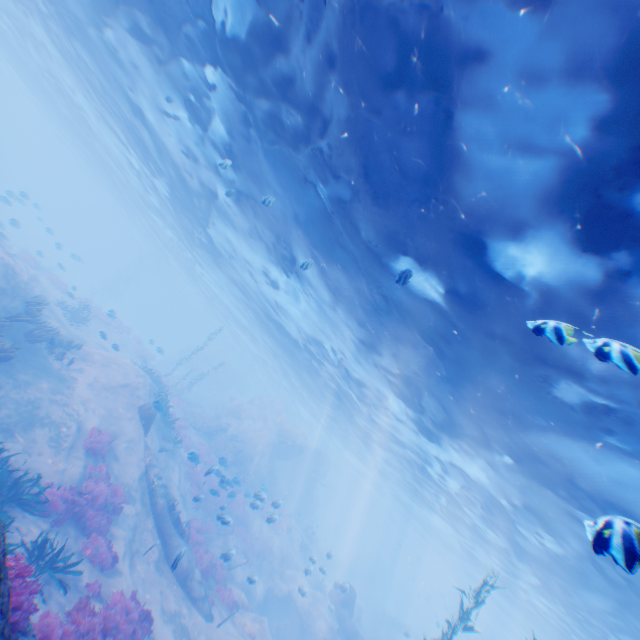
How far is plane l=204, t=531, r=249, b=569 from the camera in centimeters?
1361cm

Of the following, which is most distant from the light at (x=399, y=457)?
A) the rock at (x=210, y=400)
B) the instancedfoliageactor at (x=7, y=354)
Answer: the instancedfoliageactor at (x=7, y=354)

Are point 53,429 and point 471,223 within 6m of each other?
no

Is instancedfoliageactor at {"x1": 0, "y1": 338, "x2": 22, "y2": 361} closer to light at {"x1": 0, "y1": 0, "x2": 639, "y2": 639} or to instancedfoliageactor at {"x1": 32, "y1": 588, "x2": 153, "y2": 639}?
instancedfoliageactor at {"x1": 32, "y1": 588, "x2": 153, "y2": 639}

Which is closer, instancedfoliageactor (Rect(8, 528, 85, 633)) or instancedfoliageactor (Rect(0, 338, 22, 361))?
instancedfoliageactor (Rect(8, 528, 85, 633))

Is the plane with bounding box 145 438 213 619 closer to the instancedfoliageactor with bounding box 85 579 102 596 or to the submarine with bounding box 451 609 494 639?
the instancedfoliageactor with bounding box 85 579 102 596

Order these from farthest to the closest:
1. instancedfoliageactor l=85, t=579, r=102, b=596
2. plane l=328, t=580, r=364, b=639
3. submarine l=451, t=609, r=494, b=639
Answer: submarine l=451, t=609, r=494, b=639, plane l=328, t=580, r=364, b=639, instancedfoliageactor l=85, t=579, r=102, b=596

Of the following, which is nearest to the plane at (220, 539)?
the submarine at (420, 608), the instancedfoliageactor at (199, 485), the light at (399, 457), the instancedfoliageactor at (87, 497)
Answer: the instancedfoliageactor at (199, 485)
